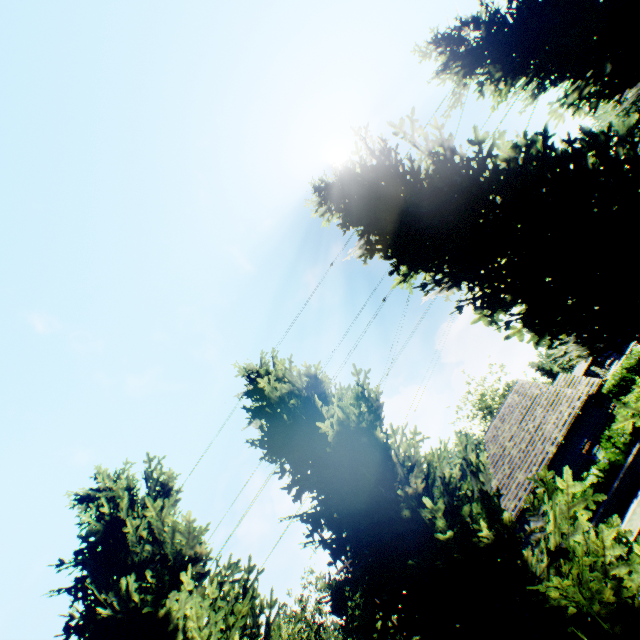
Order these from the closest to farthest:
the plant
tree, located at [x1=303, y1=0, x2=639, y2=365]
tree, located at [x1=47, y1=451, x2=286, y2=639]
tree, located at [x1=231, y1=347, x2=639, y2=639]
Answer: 1. tree, located at [x1=231, y1=347, x2=639, y2=639]
2. tree, located at [x1=303, y1=0, x2=639, y2=365]
3. tree, located at [x1=47, y1=451, x2=286, y2=639]
4. the plant

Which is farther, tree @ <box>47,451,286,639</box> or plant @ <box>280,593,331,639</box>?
plant @ <box>280,593,331,639</box>

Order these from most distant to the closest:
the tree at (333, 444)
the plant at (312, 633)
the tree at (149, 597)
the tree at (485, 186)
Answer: the plant at (312, 633)
the tree at (149, 597)
the tree at (485, 186)
the tree at (333, 444)

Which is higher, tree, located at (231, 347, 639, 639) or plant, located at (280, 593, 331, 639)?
plant, located at (280, 593, 331, 639)

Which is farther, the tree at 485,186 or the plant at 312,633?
the plant at 312,633

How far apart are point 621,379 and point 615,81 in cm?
3915

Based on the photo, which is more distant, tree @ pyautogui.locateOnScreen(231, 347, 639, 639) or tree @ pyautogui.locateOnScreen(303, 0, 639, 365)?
tree @ pyautogui.locateOnScreen(303, 0, 639, 365)
